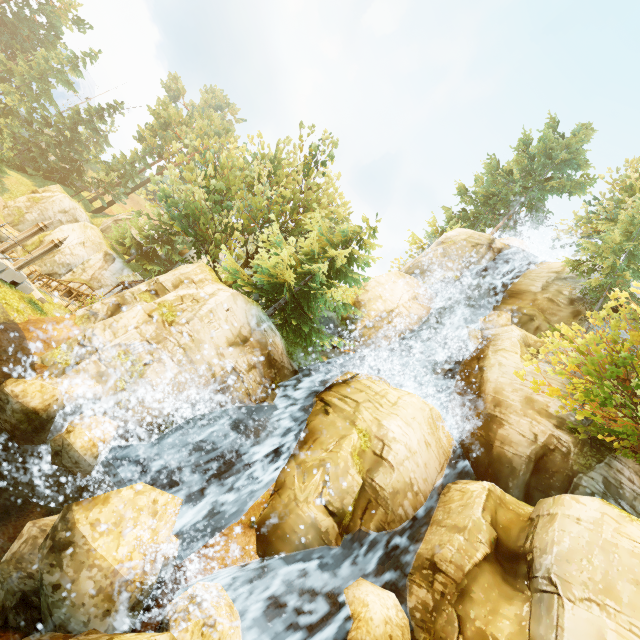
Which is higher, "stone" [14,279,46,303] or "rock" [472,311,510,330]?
"rock" [472,311,510,330]

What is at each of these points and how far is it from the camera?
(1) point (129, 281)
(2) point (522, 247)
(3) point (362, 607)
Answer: (1) building, 25.3 meters
(2) rock, 26.5 meters
(3) rock, 8.7 meters

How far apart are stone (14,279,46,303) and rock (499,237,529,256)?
32.17m

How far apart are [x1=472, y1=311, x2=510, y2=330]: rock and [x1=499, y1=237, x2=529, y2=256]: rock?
8.7 meters

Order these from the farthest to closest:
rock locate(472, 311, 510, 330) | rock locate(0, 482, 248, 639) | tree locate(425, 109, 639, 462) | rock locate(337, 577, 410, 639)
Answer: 1. rock locate(472, 311, 510, 330)
2. tree locate(425, 109, 639, 462)
3. rock locate(337, 577, 410, 639)
4. rock locate(0, 482, 248, 639)

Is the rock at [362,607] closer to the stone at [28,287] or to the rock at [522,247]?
the stone at [28,287]

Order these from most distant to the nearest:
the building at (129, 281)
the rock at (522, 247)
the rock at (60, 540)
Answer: the rock at (522, 247)
the building at (129, 281)
the rock at (60, 540)

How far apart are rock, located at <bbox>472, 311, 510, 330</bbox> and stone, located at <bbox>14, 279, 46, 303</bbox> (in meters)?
24.90
